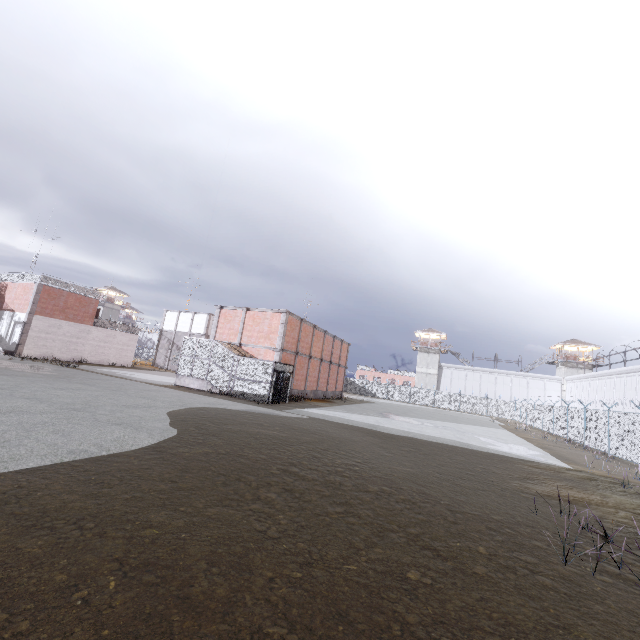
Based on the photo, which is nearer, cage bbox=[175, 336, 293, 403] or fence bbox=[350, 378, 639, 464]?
fence bbox=[350, 378, 639, 464]

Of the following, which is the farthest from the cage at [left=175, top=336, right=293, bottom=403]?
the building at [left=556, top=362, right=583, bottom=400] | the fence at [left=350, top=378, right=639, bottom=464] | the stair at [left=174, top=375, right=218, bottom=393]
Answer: the building at [left=556, top=362, right=583, bottom=400]

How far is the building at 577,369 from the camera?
54.0 meters

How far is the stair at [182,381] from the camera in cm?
2359

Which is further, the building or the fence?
the building

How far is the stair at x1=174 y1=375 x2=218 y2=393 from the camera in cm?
2359

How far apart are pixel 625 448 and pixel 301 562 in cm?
2365

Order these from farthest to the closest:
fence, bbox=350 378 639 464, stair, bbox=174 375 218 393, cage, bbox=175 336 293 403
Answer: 1. stair, bbox=174 375 218 393
2. cage, bbox=175 336 293 403
3. fence, bbox=350 378 639 464
